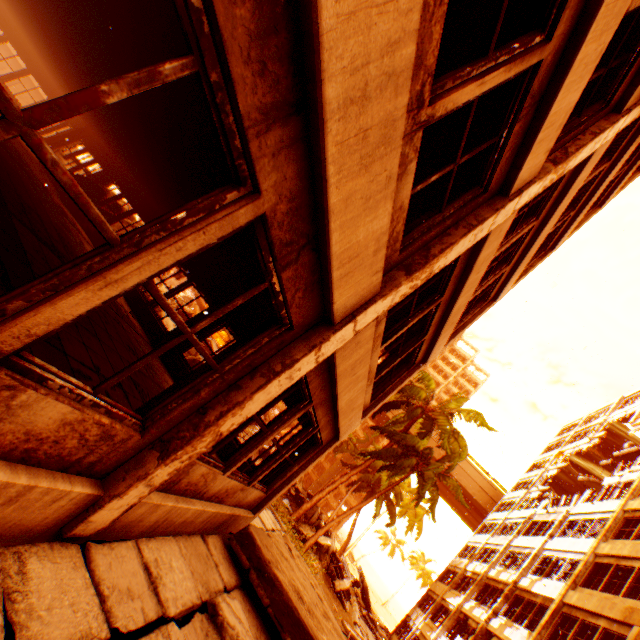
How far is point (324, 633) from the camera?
5.12m

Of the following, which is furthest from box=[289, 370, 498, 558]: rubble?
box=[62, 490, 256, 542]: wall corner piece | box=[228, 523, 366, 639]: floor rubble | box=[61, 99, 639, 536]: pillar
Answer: box=[61, 99, 639, 536]: pillar

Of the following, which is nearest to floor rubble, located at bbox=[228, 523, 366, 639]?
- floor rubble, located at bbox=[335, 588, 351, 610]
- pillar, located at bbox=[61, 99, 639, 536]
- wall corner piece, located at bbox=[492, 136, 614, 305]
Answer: pillar, located at bbox=[61, 99, 639, 536]

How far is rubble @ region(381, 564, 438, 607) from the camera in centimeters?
5766cm

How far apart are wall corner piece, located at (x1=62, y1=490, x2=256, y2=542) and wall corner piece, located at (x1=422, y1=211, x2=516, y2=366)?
5.3m

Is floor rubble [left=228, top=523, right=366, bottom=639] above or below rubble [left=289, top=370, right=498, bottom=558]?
below

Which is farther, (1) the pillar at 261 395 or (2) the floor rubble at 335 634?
(2) the floor rubble at 335 634

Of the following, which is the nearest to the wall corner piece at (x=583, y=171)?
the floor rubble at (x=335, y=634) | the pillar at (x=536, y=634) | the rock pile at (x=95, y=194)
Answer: the pillar at (x=536, y=634)
